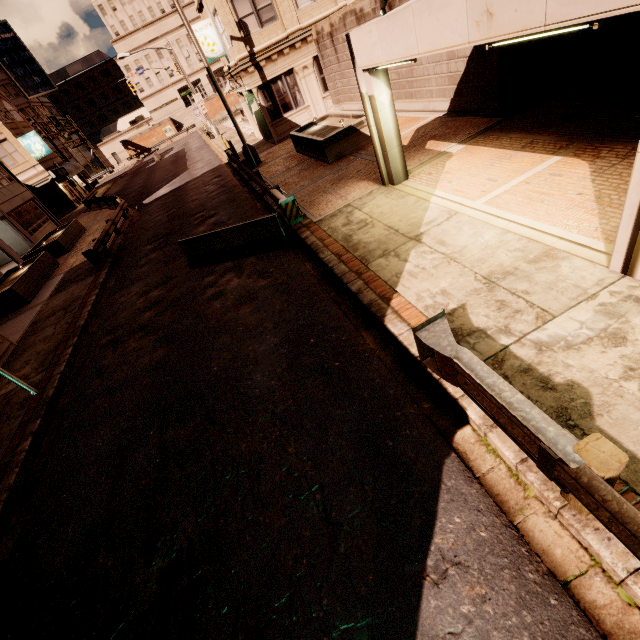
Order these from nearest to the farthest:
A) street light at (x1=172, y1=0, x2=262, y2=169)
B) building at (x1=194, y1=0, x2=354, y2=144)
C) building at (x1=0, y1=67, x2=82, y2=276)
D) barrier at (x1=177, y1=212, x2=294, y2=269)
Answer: barrier at (x1=177, y1=212, x2=294, y2=269)
street light at (x1=172, y1=0, x2=262, y2=169)
building at (x1=194, y1=0, x2=354, y2=144)
building at (x1=0, y1=67, x2=82, y2=276)

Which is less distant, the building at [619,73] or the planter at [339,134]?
the building at [619,73]

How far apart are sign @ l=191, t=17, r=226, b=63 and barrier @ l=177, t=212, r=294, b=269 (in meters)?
16.39

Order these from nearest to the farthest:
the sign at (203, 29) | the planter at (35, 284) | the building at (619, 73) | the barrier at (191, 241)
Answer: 1. the building at (619, 73)
2. the barrier at (191, 241)
3. the planter at (35, 284)
4. the sign at (203, 29)

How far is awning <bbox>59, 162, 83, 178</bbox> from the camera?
38.13m

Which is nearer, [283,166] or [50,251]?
[283,166]

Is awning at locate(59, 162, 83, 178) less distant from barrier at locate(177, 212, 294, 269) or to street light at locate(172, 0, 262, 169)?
street light at locate(172, 0, 262, 169)

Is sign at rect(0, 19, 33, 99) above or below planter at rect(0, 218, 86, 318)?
above
